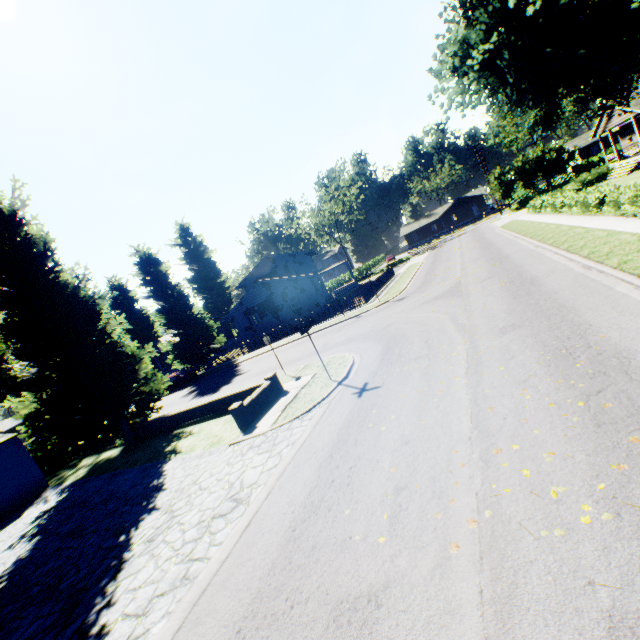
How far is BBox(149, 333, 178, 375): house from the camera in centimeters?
4847cm

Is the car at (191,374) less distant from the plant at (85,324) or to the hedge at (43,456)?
the plant at (85,324)

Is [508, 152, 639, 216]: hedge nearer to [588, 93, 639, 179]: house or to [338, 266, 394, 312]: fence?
[588, 93, 639, 179]: house

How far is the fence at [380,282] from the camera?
27.9 meters

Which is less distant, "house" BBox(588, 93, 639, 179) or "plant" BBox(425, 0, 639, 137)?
"plant" BBox(425, 0, 639, 137)

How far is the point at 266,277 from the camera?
46.88m

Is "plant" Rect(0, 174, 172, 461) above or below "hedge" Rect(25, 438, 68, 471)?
above
